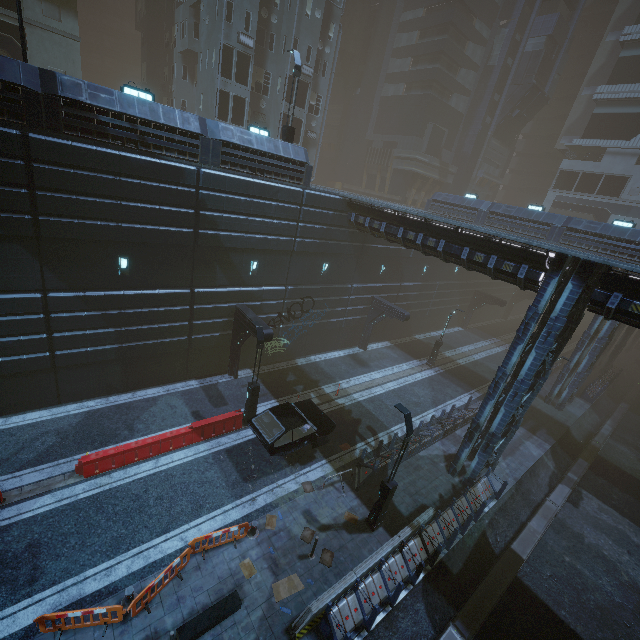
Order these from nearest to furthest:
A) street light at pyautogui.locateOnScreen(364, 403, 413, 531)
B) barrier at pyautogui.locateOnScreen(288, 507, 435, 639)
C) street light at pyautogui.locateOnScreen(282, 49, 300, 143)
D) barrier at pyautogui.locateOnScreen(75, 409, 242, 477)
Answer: barrier at pyautogui.locateOnScreen(288, 507, 435, 639), street light at pyautogui.locateOnScreen(364, 403, 413, 531), barrier at pyautogui.locateOnScreen(75, 409, 242, 477), street light at pyautogui.locateOnScreen(282, 49, 300, 143)

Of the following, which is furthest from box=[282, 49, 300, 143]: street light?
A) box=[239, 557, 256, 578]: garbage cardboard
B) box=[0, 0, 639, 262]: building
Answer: box=[239, 557, 256, 578]: garbage cardboard

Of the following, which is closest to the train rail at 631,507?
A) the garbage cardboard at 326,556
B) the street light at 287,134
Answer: the garbage cardboard at 326,556

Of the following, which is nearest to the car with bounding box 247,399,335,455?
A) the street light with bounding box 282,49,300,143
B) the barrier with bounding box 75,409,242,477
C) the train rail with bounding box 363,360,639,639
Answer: the barrier with bounding box 75,409,242,477

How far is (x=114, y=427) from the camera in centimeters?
1522cm

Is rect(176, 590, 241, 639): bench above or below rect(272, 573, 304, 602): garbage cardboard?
above

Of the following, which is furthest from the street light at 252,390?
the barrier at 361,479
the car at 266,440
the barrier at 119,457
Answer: the barrier at 361,479

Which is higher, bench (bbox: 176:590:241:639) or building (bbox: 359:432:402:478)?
building (bbox: 359:432:402:478)
